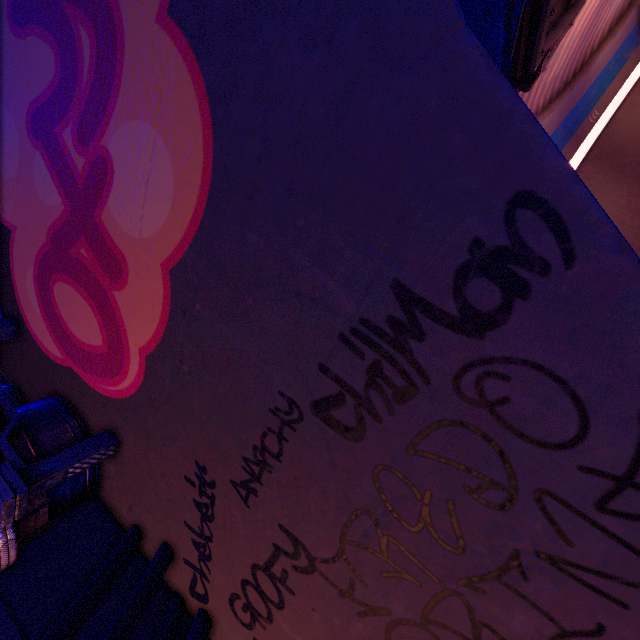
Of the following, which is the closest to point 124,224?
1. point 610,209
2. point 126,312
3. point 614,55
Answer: point 126,312

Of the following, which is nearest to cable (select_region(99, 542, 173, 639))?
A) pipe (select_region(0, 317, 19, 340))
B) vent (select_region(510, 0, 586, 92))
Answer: pipe (select_region(0, 317, 19, 340))

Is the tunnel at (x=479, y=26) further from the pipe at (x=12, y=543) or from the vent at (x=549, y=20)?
the pipe at (x=12, y=543)

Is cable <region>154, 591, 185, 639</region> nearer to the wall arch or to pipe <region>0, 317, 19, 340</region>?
the wall arch

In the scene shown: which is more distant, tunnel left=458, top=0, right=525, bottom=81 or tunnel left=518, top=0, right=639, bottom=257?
tunnel left=518, top=0, right=639, bottom=257

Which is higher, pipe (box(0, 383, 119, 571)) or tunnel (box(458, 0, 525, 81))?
pipe (box(0, 383, 119, 571))

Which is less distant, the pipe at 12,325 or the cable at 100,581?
the cable at 100,581

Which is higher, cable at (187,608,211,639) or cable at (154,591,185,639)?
cable at (154,591,185,639)
